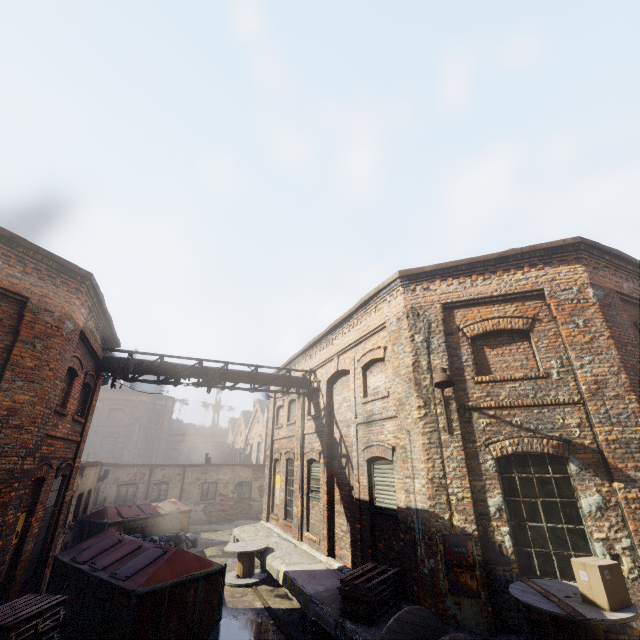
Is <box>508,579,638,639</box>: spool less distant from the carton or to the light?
the carton

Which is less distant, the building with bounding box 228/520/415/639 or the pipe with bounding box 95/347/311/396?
the building with bounding box 228/520/415/639

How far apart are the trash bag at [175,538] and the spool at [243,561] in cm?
391

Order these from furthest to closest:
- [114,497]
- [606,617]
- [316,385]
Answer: [114,497] → [316,385] → [606,617]

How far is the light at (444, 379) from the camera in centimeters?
658cm

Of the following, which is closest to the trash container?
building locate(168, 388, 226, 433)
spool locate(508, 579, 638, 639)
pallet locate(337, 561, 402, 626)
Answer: pallet locate(337, 561, 402, 626)

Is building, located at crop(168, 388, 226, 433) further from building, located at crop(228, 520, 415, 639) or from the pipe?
the pipe

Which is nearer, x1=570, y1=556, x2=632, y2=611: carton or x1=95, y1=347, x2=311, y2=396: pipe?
x1=570, y1=556, x2=632, y2=611: carton
